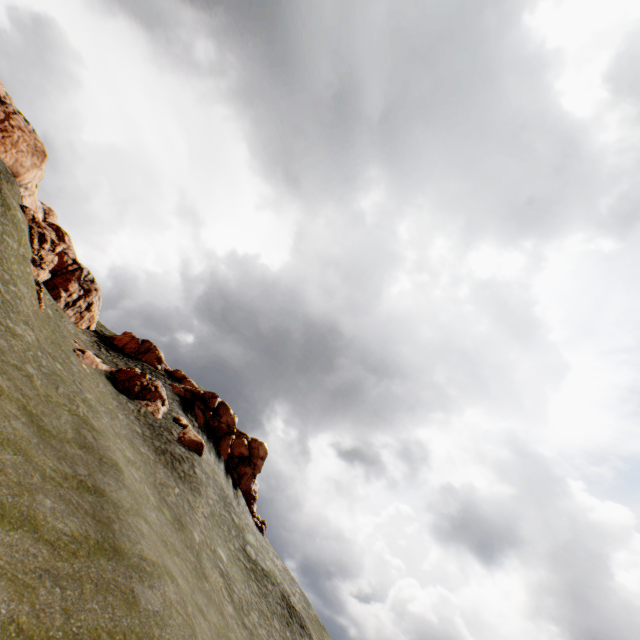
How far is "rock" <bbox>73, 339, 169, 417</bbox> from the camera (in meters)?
28.95

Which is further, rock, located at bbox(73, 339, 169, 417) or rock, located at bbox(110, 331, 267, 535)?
rock, located at bbox(110, 331, 267, 535)

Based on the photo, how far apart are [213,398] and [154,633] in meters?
35.1 m

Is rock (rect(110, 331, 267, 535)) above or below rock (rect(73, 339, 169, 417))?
above

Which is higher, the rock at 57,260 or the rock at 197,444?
the rock at 57,260
